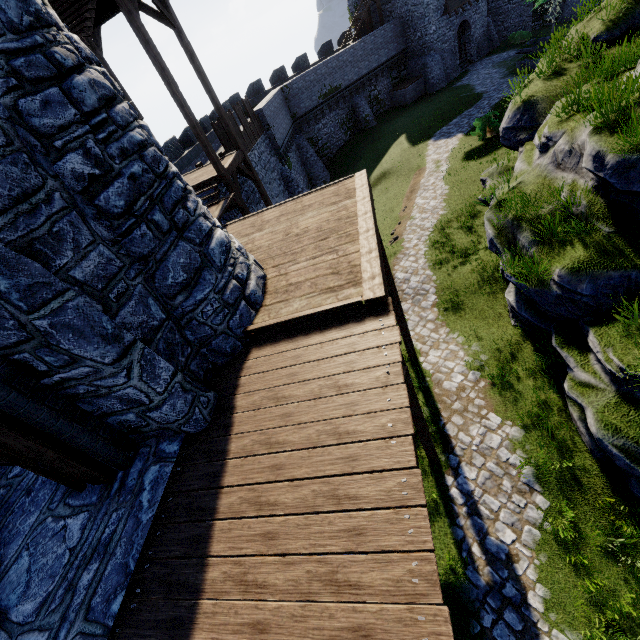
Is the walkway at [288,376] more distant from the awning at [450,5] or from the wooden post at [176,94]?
the awning at [450,5]

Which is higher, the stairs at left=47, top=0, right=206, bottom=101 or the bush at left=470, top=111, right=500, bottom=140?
the stairs at left=47, top=0, right=206, bottom=101

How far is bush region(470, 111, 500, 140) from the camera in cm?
1928

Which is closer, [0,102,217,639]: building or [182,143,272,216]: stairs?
[0,102,217,639]: building

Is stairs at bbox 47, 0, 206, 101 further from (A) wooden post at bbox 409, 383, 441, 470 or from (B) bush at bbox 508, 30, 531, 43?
(B) bush at bbox 508, 30, 531, 43

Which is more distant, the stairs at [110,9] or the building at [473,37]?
the building at [473,37]

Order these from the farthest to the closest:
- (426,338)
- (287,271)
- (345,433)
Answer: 1. (426,338)
2. (287,271)
3. (345,433)
